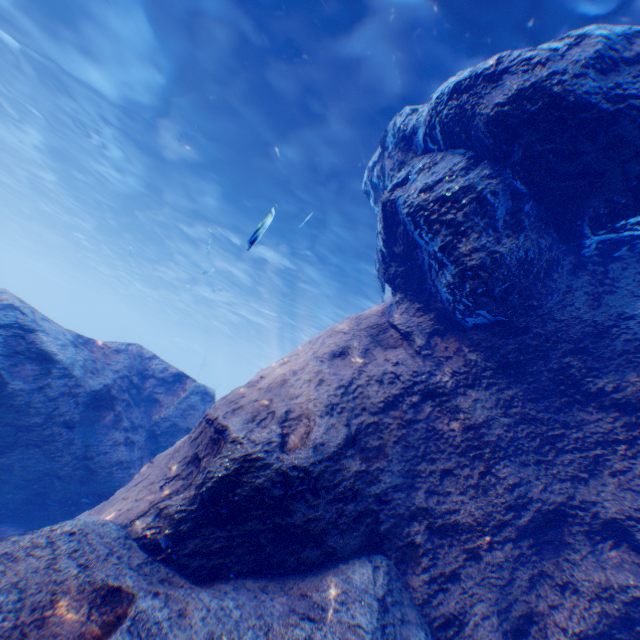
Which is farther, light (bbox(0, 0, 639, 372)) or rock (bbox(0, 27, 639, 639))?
light (bbox(0, 0, 639, 372))

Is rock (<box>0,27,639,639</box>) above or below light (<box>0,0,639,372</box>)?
below

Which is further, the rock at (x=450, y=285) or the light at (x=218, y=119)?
the light at (x=218, y=119)

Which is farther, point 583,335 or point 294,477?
point 583,335

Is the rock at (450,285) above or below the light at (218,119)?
below
